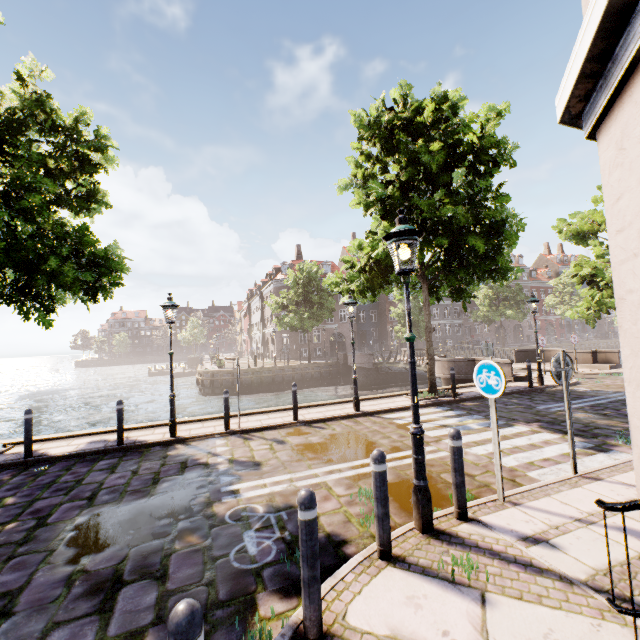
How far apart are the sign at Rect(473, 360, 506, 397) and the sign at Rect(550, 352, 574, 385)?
1.4 meters

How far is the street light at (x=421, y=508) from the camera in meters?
3.9

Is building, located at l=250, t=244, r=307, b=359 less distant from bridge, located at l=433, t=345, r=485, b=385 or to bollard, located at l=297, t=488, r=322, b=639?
bridge, located at l=433, t=345, r=485, b=385

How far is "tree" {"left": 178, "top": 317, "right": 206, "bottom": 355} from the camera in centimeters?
5793cm

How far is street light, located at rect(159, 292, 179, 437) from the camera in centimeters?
861cm

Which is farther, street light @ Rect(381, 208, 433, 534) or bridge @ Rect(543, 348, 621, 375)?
bridge @ Rect(543, 348, 621, 375)

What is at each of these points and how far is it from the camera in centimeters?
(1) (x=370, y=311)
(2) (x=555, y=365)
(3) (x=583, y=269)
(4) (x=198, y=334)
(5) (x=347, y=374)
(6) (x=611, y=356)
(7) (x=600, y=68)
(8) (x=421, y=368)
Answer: (1) building, 4884cm
(2) sign, 523cm
(3) tree, 1788cm
(4) tree, 5841cm
(5) bridge, 3344cm
(6) bridge, 1770cm
(7) building, 231cm
(8) bridge, 2248cm

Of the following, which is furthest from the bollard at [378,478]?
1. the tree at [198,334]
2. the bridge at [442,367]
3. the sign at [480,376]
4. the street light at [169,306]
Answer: the tree at [198,334]
